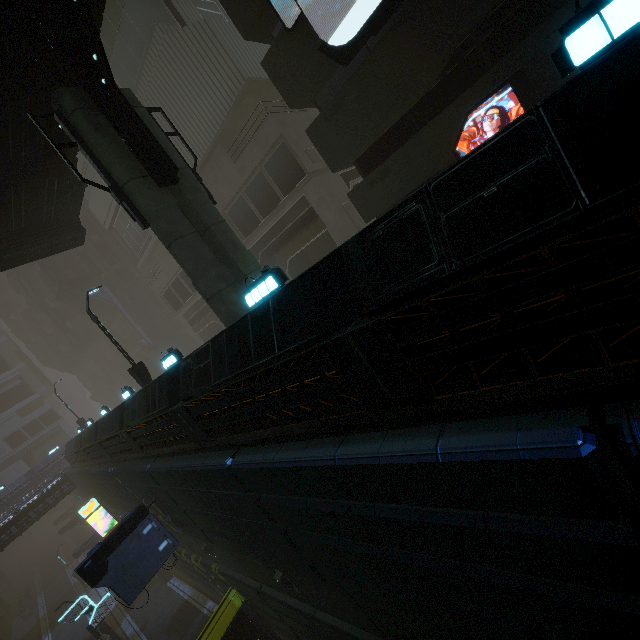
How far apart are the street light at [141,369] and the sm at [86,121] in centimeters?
742cm

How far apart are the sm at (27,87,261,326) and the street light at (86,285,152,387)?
7.4m

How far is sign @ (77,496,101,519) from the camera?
22.67m

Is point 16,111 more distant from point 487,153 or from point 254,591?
point 254,591

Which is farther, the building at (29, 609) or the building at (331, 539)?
the building at (29, 609)

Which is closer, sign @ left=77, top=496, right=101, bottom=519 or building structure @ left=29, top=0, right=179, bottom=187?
building structure @ left=29, top=0, right=179, bottom=187

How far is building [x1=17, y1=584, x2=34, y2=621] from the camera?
38.06m

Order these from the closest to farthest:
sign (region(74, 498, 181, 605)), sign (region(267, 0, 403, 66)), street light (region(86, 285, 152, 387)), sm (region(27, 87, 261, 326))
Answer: sm (region(27, 87, 261, 326))
sign (region(267, 0, 403, 66))
sign (region(74, 498, 181, 605))
street light (region(86, 285, 152, 387))
